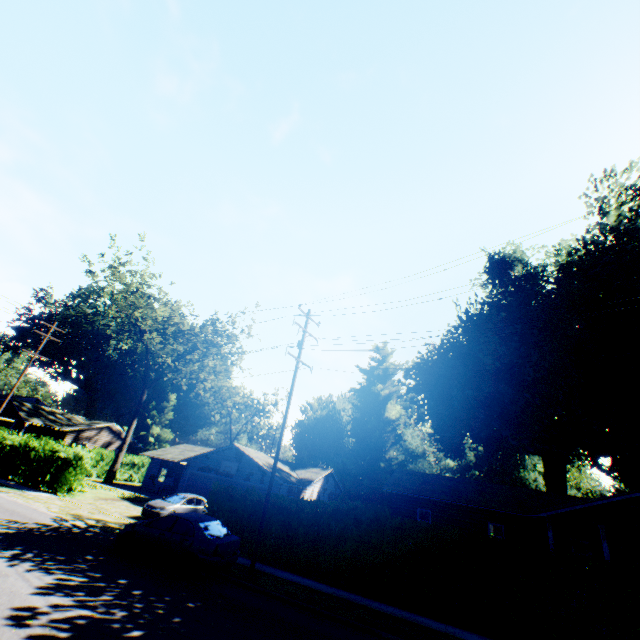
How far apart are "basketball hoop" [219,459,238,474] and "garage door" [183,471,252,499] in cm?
53

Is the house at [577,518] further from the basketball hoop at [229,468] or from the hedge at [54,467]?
the hedge at [54,467]

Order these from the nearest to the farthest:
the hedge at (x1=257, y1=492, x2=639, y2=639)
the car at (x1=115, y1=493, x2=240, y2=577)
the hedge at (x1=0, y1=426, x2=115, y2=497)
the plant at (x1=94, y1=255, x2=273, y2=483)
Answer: the hedge at (x1=257, y1=492, x2=639, y2=639), the car at (x1=115, y1=493, x2=240, y2=577), the hedge at (x1=0, y1=426, x2=115, y2=497), the plant at (x1=94, y1=255, x2=273, y2=483)

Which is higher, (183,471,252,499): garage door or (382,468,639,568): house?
(382,468,639,568): house

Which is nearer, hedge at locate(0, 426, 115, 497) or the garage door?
hedge at locate(0, 426, 115, 497)

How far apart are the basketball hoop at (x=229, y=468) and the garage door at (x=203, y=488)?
0.53m

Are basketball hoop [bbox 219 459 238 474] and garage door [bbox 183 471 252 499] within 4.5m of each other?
yes

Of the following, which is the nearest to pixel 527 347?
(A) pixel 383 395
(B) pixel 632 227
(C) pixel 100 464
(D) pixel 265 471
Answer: (B) pixel 632 227
